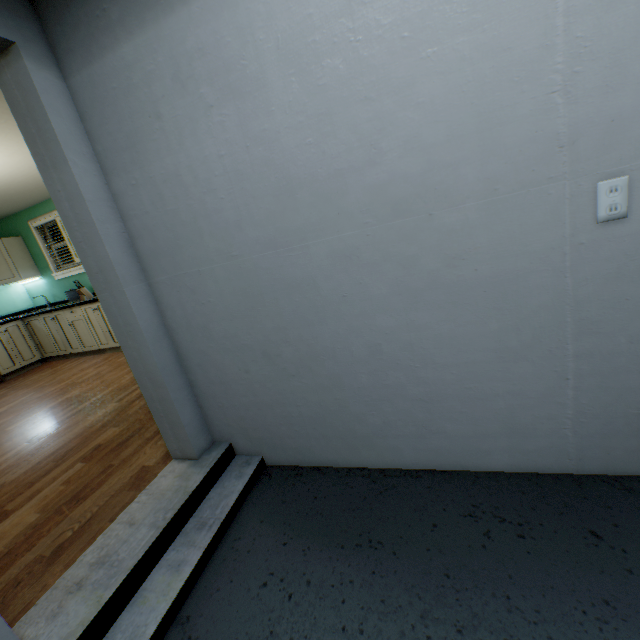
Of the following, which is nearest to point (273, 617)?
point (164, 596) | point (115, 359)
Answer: point (164, 596)

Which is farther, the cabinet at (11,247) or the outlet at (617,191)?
the cabinet at (11,247)

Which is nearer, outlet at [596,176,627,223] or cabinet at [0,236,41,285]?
outlet at [596,176,627,223]

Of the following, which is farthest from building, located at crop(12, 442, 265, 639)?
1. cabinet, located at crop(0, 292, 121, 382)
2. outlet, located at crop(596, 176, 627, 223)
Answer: cabinet, located at crop(0, 292, 121, 382)

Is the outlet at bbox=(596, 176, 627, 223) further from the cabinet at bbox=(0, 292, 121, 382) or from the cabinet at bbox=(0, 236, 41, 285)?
the cabinet at bbox=(0, 236, 41, 285)

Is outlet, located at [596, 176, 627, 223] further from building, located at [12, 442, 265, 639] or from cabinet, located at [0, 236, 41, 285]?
cabinet, located at [0, 236, 41, 285]

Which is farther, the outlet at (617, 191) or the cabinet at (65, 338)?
the cabinet at (65, 338)

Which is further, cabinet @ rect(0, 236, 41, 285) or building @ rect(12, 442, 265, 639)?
cabinet @ rect(0, 236, 41, 285)
